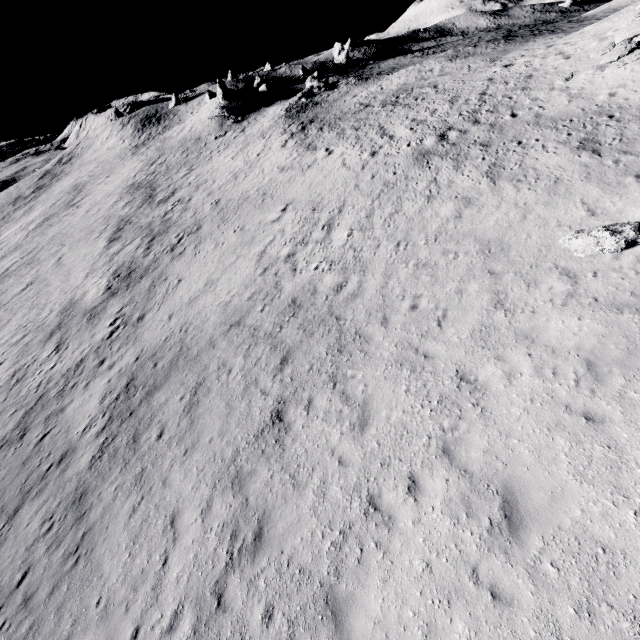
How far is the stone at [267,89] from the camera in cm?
5412

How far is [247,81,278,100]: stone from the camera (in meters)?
54.12

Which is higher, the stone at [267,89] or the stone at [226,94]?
the stone at [226,94]

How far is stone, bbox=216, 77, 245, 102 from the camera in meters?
49.5

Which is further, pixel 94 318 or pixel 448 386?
pixel 94 318

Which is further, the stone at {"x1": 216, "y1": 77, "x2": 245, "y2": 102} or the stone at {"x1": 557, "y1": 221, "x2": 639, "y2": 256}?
the stone at {"x1": 216, "y1": 77, "x2": 245, "y2": 102}

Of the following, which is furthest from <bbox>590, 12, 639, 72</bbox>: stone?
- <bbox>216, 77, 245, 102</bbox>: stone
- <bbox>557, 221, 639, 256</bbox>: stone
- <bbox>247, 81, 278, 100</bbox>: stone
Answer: <bbox>247, 81, 278, 100</bbox>: stone

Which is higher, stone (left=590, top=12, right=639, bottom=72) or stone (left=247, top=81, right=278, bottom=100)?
stone (left=247, top=81, right=278, bottom=100)
